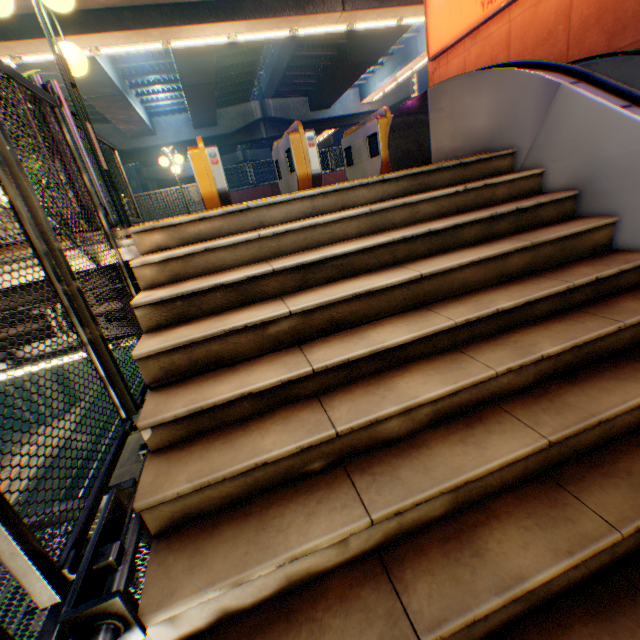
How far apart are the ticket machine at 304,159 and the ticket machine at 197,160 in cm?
121

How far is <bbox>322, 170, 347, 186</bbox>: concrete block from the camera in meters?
17.8 m

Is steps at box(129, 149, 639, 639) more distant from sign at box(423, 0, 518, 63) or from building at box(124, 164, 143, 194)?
building at box(124, 164, 143, 194)

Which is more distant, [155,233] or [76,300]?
[155,233]

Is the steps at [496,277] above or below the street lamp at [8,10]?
below

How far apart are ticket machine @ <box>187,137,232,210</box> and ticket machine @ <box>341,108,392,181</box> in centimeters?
293cm

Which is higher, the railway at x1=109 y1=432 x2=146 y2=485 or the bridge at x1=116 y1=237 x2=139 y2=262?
the bridge at x1=116 y1=237 x2=139 y2=262

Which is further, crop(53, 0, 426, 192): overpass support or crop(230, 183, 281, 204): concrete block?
crop(230, 183, 281, 204): concrete block
